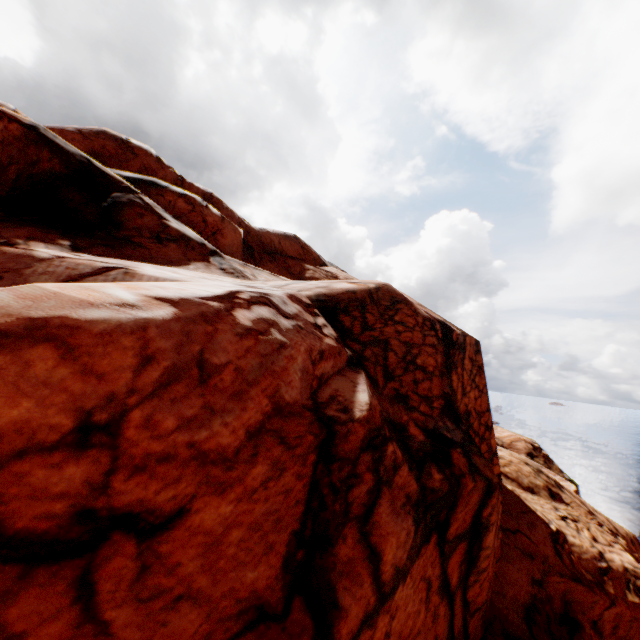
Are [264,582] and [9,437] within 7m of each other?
yes
